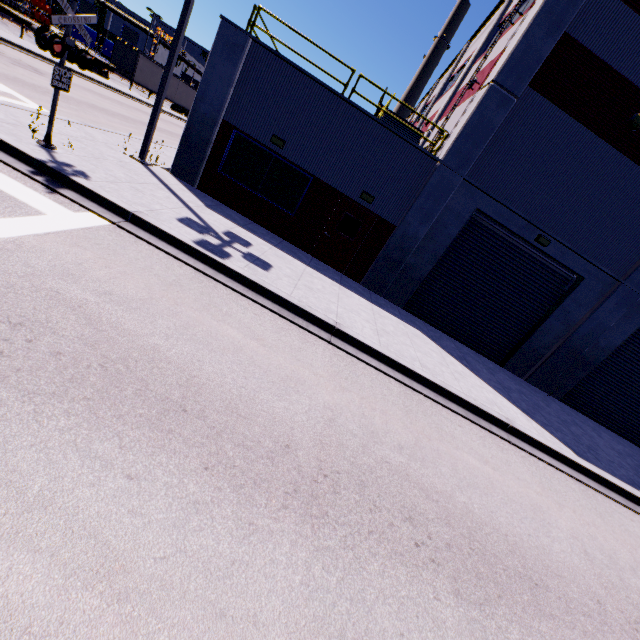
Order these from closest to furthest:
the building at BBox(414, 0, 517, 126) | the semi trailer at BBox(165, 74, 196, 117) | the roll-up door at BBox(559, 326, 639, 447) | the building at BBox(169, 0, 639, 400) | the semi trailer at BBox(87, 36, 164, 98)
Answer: the building at BBox(169, 0, 639, 400), the roll-up door at BBox(559, 326, 639, 447), the building at BBox(414, 0, 517, 126), the semi trailer at BBox(87, 36, 164, 98), the semi trailer at BBox(165, 74, 196, 117)

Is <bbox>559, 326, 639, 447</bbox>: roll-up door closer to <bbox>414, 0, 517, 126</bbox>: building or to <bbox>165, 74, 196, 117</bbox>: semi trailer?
<bbox>414, 0, 517, 126</bbox>: building

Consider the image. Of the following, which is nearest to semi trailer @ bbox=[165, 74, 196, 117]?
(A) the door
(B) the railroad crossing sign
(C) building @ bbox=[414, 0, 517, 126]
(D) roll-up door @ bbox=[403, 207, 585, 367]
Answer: (C) building @ bbox=[414, 0, 517, 126]

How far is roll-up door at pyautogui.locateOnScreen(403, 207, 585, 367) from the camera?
11.9 meters

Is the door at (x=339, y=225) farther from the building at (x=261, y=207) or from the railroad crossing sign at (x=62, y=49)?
the railroad crossing sign at (x=62, y=49)

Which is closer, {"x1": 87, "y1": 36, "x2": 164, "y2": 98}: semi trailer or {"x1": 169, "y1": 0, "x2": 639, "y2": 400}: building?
{"x1": 169, "y1": 0, "x2": 639, "y2": 400}: building

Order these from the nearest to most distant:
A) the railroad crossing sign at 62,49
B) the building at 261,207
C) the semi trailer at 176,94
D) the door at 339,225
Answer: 1. the railroad crossing sign at 62,49
2. the building at 261,207
3. the door at 339,225
4. the semi trailer at 176,94

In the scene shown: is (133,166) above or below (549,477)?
above
